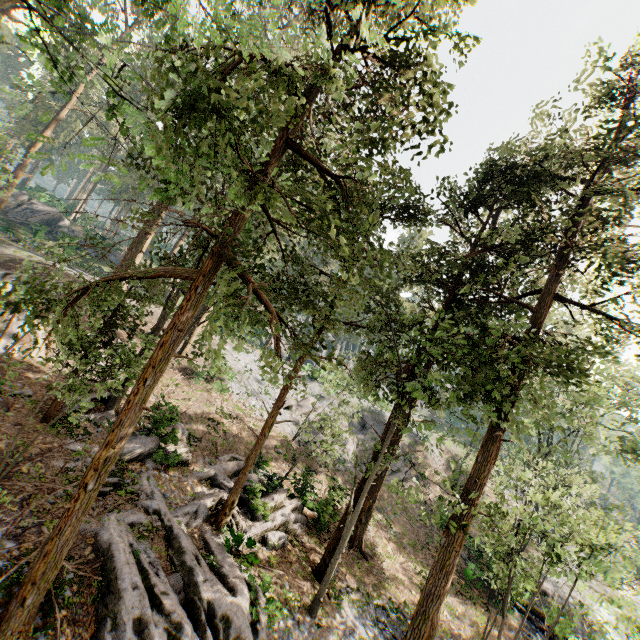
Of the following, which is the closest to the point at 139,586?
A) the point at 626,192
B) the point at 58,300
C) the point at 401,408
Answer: the point at 58,300

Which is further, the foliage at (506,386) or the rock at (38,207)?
the rock at (38,207)

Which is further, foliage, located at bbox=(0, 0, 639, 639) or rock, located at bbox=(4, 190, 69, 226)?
rock, located at bbox=(4, 190, 69, 226)
